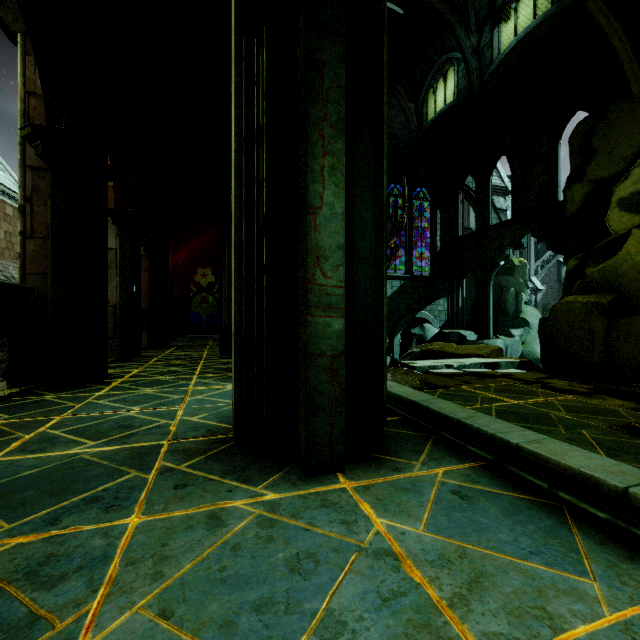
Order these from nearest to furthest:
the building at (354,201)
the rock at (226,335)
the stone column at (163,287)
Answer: the building at (354,201) < the rock at (226,335) < the stone column at (163,287)

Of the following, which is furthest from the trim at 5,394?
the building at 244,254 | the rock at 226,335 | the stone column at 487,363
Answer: the stone column at 487,363

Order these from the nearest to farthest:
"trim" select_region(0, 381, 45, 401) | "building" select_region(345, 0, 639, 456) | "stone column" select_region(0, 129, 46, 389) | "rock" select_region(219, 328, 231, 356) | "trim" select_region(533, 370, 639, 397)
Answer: "building" select_region(345, 0, 639, 456)
"trim" select_region(0, 381, 45, 401)
"stone column" select_region(0, 129, 46, 389)
"rock" select_region(219, 328, 231, 356)
"trim" select_region(533, 370, 639, 397)

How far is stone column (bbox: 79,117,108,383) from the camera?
4.44m

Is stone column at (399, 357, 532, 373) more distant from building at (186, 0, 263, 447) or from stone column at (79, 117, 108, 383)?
stone column at (79, 117, 108, 383)

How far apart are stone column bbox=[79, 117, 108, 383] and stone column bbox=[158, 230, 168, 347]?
5.46m

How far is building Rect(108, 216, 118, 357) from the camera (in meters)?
7.04

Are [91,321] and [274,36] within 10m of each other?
yes
